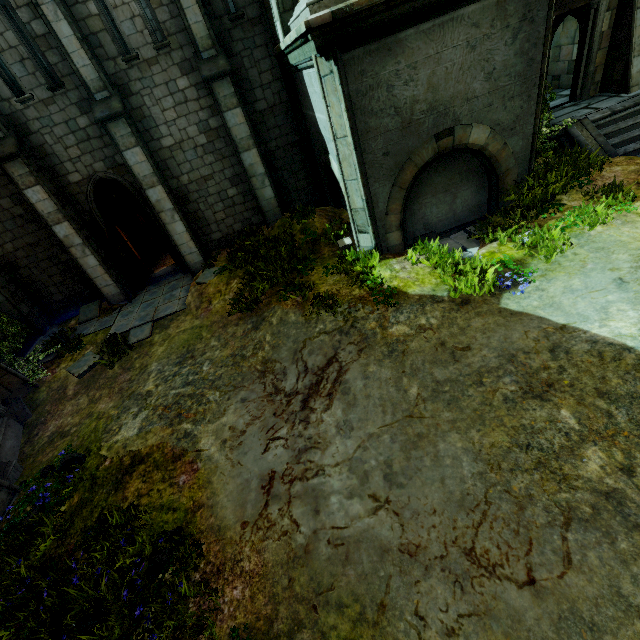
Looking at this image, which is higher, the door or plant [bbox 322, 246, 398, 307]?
the door

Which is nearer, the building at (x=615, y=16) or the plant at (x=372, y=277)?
the plant at (x=372, y=277)

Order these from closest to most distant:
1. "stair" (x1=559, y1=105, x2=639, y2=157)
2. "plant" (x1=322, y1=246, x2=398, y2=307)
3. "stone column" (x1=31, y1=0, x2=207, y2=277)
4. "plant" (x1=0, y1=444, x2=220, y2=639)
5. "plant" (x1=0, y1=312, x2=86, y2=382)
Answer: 1. "plant" (x1=0, y1=444, x2=220, y2=639)
2. "plant" (x1=322, y1=246, x2=398, y2=307)
3. "stone column" (x1=31, y1=0, x2=207, y2=277)
4. "stair" (x1=559, y1=105, x2=639, y2=157)
5. "plant" (x1=0, y1=312, x2=86, y2=382)

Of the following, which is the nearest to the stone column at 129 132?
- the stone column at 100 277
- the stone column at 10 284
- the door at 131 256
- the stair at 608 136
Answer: the door at 131 256

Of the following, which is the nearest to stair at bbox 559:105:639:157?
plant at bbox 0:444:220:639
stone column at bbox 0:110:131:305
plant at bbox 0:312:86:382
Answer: plant at bbox 0:444:220:639

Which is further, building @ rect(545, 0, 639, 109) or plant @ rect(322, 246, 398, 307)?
building @ rect(545, 0, 639, 109)

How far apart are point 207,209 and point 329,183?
4.5m

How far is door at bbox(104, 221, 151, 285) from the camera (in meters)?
10.89
